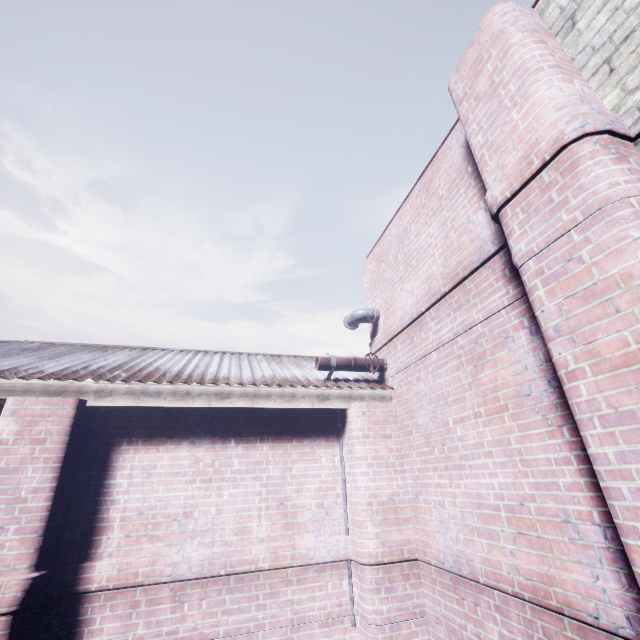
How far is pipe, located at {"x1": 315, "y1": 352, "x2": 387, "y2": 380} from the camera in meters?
3.8

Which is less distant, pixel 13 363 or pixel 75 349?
pixel 13 363

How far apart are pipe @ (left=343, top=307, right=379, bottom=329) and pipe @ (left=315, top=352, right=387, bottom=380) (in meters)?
0.54

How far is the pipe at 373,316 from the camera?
4.2 meters

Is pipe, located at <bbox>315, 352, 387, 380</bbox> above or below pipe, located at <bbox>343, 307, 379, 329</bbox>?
below

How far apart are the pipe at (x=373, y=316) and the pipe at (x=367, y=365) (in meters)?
0.54

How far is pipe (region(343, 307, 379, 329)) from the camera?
4.2 meters
